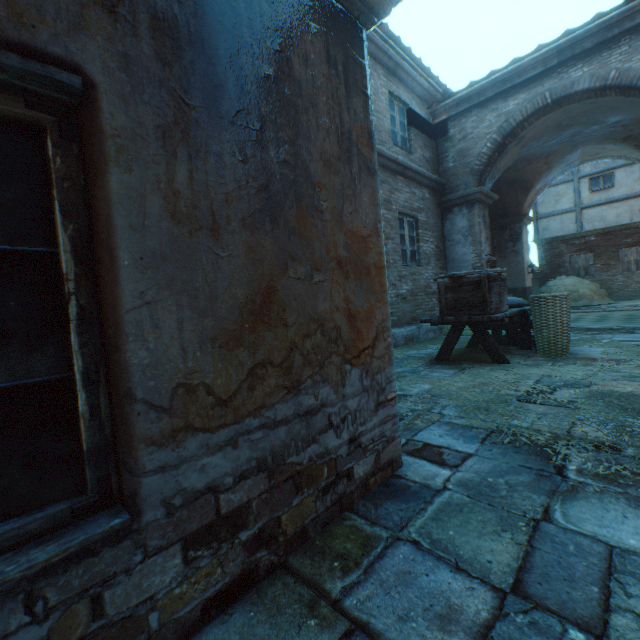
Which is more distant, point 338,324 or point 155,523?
point 338,324

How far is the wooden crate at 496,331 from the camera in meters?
6.3

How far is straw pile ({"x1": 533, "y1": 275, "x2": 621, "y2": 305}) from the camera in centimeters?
1519cm

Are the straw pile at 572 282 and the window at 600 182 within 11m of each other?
yes

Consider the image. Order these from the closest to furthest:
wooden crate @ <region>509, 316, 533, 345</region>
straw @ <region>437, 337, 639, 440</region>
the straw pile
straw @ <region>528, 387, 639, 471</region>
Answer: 1. straw @ <region>528, 387, 639, 471</region>
2. straw @ <region>437, 337, 639, 440</region>
3. wooden crate @ <region>509, 316, 533, 345</region>
4. the straw pile

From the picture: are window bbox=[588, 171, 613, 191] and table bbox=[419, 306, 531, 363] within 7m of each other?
no

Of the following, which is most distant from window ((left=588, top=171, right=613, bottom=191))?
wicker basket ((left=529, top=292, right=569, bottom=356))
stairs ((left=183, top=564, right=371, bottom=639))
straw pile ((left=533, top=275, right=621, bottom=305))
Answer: stairs ((left=183, top=564, right=371, bottom=639))

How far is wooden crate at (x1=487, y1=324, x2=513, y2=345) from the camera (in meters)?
6.25
